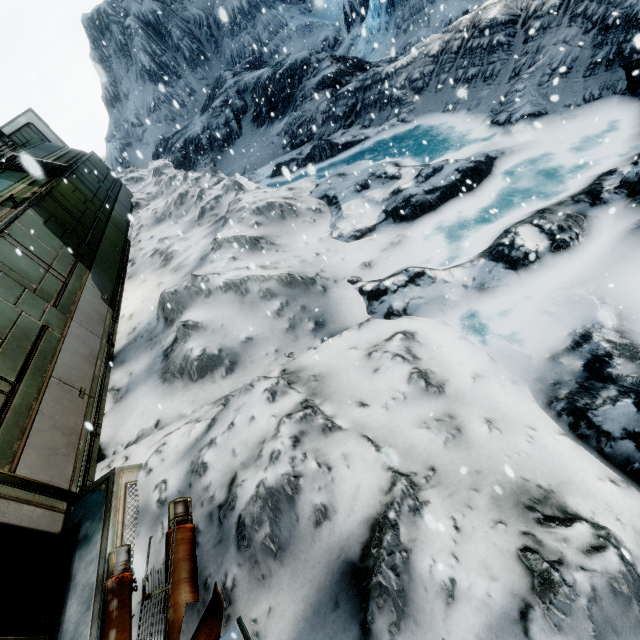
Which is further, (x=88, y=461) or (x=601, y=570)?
(x=88, y=461)
